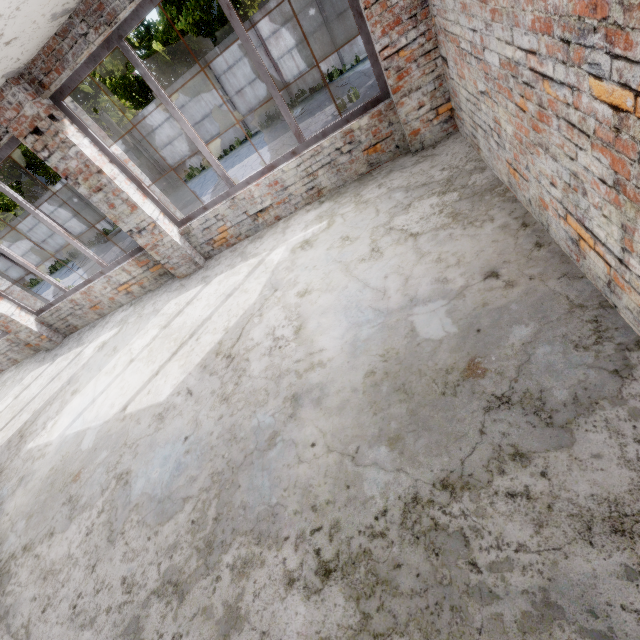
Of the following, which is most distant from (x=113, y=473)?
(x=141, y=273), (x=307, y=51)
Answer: (x=307, y=51)
